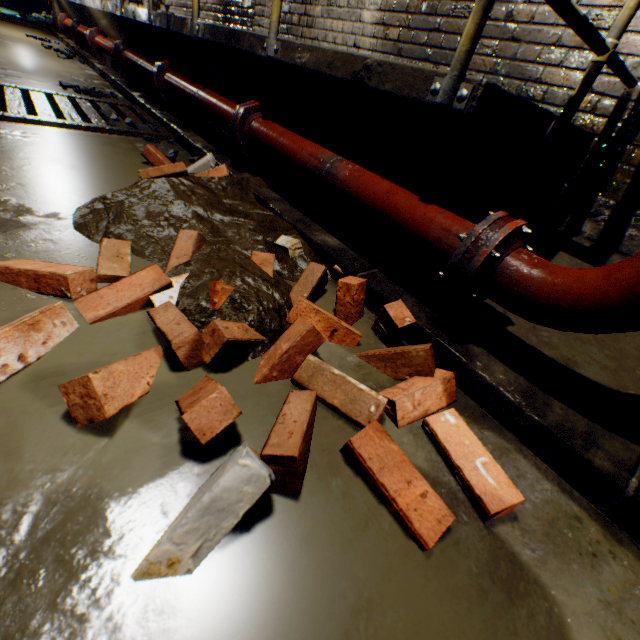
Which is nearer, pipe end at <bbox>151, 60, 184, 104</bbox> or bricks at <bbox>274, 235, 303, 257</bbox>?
bricks at <bbox>274, 235, 303, 257</bbox>

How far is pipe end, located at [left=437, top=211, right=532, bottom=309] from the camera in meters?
1.1 m

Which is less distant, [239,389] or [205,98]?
[239,389]

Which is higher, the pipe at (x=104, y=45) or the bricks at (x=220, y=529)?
the pipe at (x=104, y=45)

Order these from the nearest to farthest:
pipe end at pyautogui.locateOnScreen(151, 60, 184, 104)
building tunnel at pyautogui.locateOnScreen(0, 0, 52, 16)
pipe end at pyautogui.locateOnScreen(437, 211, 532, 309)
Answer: pipe end at pyautogui.locateOnScreen(437, 211, 532, 309) → pipe end at pyautogui.locateOnScreen(151, 60, 184, 104) → building tunnel at pyautogui.locateOnScreen(0, 0, 52, 16)

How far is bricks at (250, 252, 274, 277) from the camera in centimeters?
156cm

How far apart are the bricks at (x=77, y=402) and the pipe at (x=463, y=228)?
0.28m

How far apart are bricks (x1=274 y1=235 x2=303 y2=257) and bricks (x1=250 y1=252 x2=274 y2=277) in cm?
17
